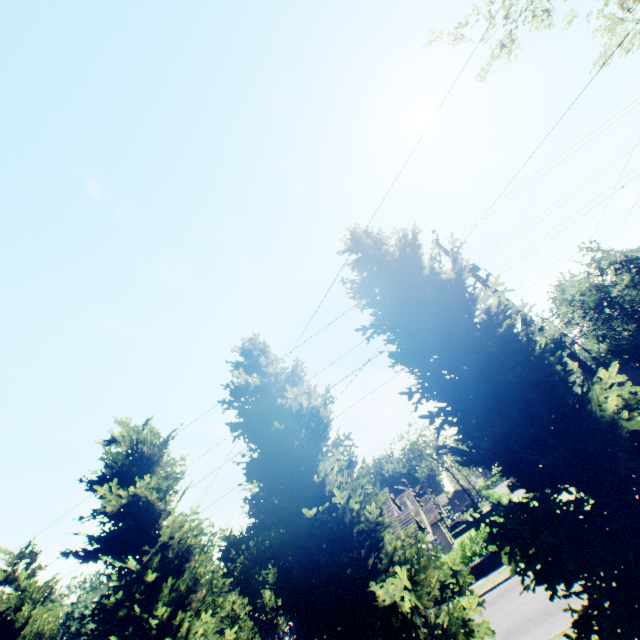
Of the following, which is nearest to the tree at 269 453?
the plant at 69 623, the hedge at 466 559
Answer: the plant at 69 623

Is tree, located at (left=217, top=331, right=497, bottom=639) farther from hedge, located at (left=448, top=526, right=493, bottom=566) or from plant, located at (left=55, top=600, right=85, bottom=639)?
hedge, located at (left=448, top=526, right=493, bottom=566)

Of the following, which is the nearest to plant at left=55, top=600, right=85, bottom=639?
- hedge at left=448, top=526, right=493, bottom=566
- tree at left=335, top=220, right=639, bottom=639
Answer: tree at left=335, top=220, right=639, bottom=639

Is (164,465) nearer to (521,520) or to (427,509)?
(521,520)

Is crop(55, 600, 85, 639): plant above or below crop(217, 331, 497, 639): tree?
above

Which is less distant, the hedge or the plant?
the hedge

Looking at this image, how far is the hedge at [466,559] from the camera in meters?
20.4

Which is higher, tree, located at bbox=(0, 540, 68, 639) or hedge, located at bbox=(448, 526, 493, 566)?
tree, located at bbox=(0, 540, 68, 639)
